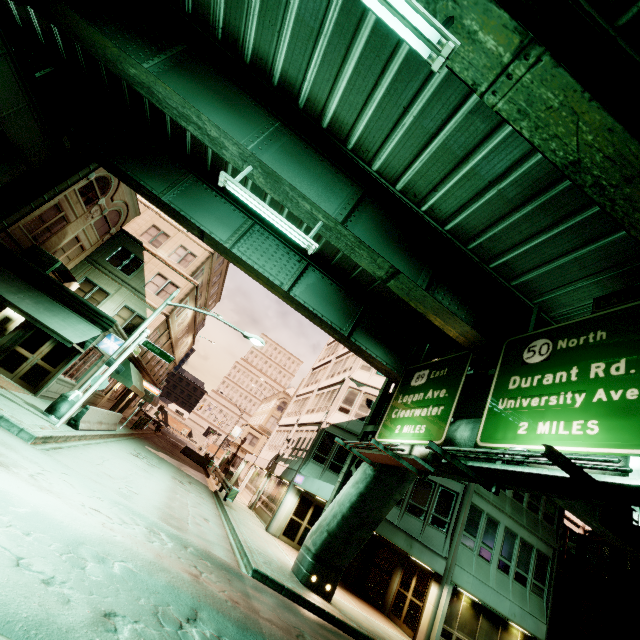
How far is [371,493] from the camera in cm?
1255

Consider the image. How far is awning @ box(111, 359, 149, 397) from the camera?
22.41m

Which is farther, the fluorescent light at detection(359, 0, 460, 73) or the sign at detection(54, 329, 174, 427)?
the sign at detection(54, 329, 174, 427)

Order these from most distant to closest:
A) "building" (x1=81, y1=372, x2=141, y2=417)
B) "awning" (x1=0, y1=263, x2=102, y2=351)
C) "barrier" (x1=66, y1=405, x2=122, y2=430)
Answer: "building" (x1=81, y1=372, x2=141, y2=417)
"awning" (x1=0, y1=263, x2=102, y2=351)
"barrier" (x1=66, y1=405, x2=122, y2=430)

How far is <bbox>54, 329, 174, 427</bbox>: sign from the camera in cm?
1244

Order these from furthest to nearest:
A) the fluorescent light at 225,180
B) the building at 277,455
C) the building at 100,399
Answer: the building at 100,399 → the building at 277,455 → the fluorescent light at 225,180

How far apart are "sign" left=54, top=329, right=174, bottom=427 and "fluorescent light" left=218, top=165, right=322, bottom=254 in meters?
8.1

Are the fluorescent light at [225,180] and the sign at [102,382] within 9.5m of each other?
yes
